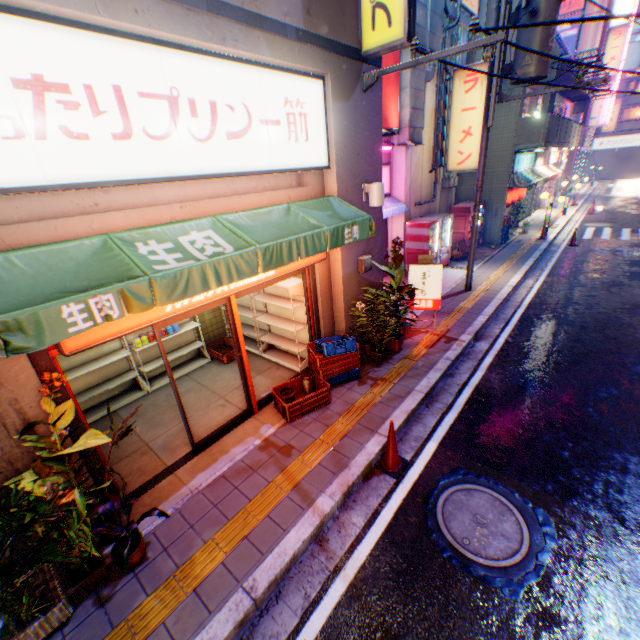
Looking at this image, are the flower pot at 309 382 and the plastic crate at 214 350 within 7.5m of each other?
yes

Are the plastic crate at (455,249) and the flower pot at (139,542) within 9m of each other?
no

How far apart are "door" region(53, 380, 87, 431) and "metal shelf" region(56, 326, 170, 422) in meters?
2.2 m

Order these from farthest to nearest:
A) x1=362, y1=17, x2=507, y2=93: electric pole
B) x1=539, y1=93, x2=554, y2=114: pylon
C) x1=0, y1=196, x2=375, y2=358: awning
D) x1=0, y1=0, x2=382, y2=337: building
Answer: x1=539, y1=93, x2=554, y2=114: pylon
x1=362, y1=17, x2=507, y2=93: electric pole
x1=0, y1=0, x2=382, y2=337: building
x1=0, y1=196, x2=375, y2=358: awning

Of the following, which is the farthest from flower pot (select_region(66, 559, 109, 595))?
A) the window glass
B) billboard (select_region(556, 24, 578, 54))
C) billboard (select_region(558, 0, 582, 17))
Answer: the window glass

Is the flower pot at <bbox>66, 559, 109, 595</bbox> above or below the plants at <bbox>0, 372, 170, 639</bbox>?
below

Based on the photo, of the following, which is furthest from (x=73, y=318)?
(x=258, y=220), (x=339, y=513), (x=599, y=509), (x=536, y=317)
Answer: (x=536, y=317)

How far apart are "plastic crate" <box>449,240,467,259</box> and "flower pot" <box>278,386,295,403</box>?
10.9m
